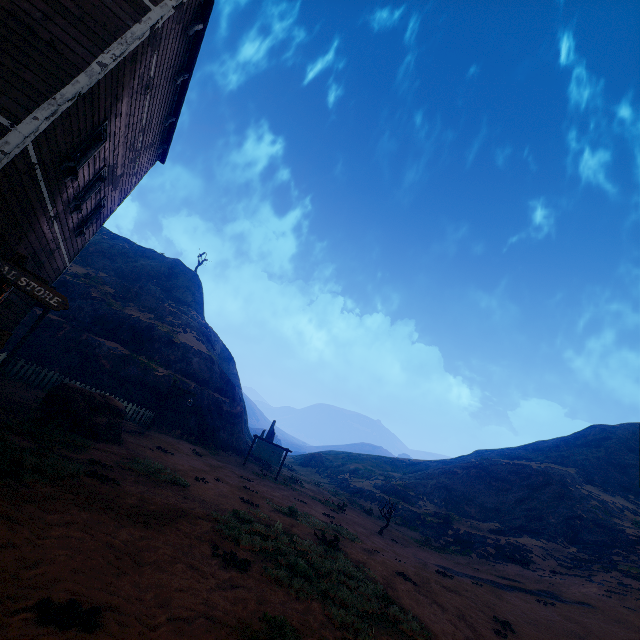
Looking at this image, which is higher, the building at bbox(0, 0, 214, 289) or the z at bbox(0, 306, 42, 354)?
the building at bbox(0, 0, 214, 289)

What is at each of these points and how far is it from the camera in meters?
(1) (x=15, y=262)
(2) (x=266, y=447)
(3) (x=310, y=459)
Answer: (1) sign, 5.0 m
(2) sign, 23.0 m
(3) instancedfoliageactor, 52.2 m

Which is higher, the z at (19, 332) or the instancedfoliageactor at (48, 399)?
the z at (19, 332)

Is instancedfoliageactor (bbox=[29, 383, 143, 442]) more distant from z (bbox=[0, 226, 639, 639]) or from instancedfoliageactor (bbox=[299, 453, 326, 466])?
instancedfoliageactor (bbox=[299, 453, 326, 466])

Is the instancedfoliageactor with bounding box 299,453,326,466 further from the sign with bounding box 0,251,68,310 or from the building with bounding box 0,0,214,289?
the sign with bounding box 0,251,68,310

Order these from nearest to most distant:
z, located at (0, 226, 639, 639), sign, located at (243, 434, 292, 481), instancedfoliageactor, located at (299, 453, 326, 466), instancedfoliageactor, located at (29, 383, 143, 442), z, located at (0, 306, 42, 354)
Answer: z, located at (0, 226, 639, 639) → instancedfoliageactor, located at (29, 383, 143, 442) → z, located at (0, 306, 42, 354) → sign, located at (243, 434, 292, 481) → instancedfoliageactor, located at (299, 453, 326, 466)

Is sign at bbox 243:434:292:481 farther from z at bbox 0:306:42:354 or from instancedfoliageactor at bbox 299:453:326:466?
instancedfoliageactor at bbox 299:453:326:466

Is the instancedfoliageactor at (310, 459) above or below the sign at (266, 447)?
above
